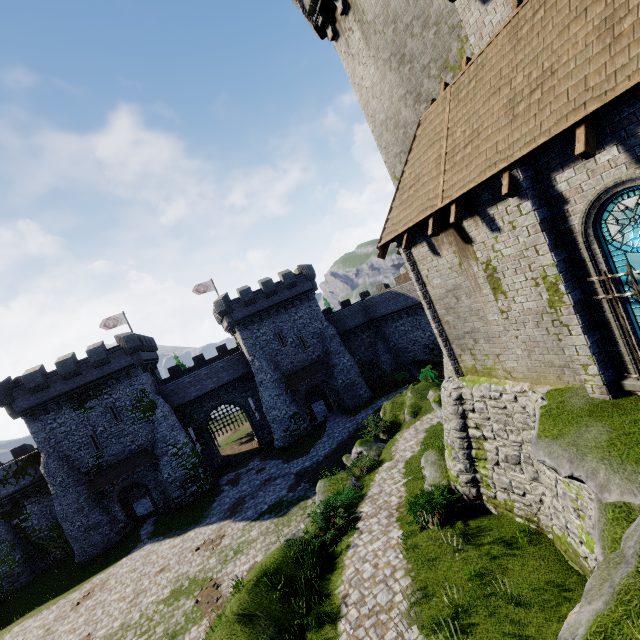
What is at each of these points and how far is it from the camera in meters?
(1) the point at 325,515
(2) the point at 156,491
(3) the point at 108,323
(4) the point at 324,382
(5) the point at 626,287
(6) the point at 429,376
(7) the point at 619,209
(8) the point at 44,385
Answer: (1) bush, 14.9 m
(2) building, 30.8 m
(3) flag, 38.6 m
(4) building, 37.2 m
(5) window glass, 6.4 m
(6) bush, 27.7 m
(7) window glass, 6.0 m
(8) building, 28.1 m

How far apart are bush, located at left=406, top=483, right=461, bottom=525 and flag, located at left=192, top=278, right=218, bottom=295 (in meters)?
34.89

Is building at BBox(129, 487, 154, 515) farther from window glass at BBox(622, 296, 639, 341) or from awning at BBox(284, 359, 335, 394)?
window glass at BBox(622, 296, 639, 341)

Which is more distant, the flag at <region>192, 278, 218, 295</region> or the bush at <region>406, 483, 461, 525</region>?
the flag at <region>192, 278, 218, 295</region>

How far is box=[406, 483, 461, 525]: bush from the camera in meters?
11.4 m

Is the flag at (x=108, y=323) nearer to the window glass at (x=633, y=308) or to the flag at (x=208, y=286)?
the flag at (x=208, y=286)

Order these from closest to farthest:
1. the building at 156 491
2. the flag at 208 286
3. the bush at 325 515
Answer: the bush at 325 515 → the building at 156 491 → the flag at 208 286

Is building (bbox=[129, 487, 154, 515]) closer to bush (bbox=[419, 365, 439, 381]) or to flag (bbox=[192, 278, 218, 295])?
flag (bbox=[192, 278, 218, 295])
